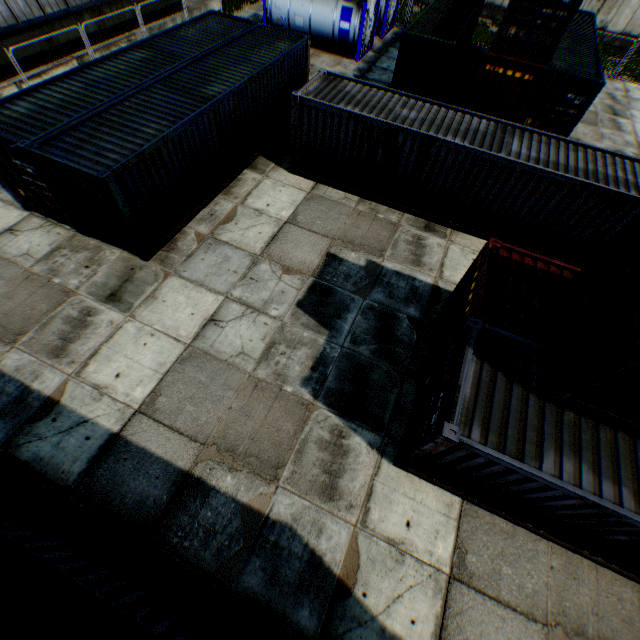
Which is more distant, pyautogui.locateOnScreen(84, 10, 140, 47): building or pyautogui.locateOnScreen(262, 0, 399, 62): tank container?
pyautogui.locateOnScreen(262, 0, 399, 62): tank container

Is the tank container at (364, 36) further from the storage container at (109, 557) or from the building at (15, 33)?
the storage container at (109, 557)

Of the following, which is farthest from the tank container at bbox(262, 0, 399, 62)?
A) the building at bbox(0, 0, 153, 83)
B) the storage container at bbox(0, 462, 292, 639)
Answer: the storage container at bbox(0, 462, 292, 639)

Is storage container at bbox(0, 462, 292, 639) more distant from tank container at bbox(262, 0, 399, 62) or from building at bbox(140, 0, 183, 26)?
tank container at bbox(262, 0, 399, 62)

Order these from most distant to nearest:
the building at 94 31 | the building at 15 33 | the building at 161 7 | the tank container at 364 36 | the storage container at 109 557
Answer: the building at 161 7, the tank container at 364 36, the building at 94 31, the building at 15 33, the storage container at 109 557

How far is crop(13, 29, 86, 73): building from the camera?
15.6m

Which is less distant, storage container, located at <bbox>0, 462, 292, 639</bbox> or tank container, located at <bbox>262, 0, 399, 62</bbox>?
storage container, located at <bbox>0, 462, 292, 639</bbox>

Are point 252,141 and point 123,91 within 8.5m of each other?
yes
